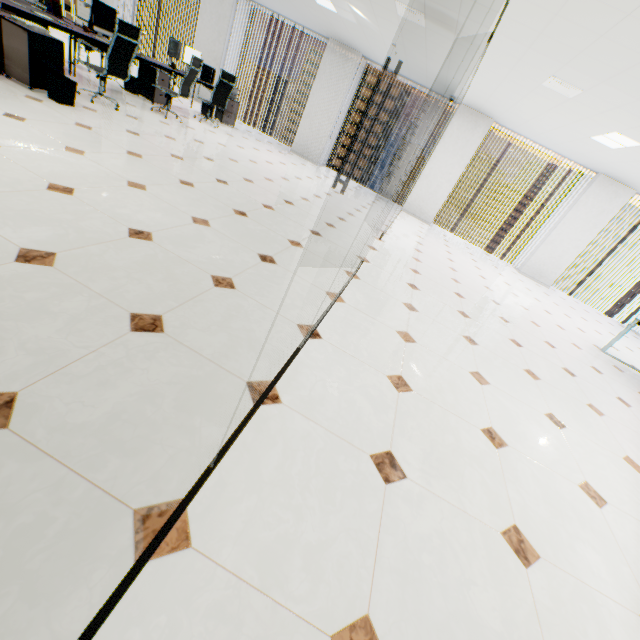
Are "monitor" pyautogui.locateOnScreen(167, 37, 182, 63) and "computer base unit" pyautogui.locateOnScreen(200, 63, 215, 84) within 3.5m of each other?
yes

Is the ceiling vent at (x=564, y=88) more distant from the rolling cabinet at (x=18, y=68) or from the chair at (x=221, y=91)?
the rolling cabinet at (x=18, y=68)

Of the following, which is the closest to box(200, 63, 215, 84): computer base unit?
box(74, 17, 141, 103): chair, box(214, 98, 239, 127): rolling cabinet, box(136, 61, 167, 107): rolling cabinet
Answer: box(214, 98, 239, 127): rolling cabinet

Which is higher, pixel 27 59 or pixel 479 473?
pixel 27 59

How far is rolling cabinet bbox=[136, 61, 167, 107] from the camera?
6.6 meters

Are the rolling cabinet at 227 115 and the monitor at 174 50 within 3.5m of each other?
yes

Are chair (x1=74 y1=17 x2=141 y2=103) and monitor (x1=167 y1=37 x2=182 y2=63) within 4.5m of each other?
yes

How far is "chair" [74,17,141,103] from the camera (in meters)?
4.55
